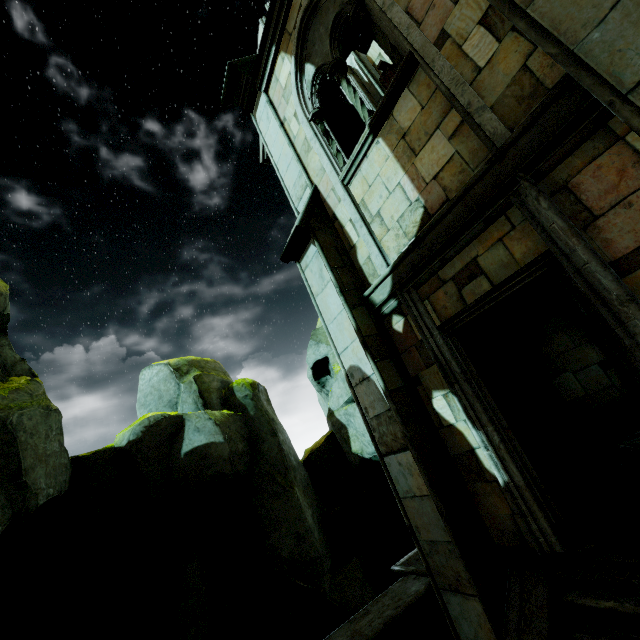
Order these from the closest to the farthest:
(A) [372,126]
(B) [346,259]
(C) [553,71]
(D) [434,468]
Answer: (C) [553,71] < (D) [434,468] < (A) [372,126] < (B) [346,259]

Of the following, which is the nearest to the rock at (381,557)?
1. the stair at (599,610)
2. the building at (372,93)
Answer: the building at (372,93)

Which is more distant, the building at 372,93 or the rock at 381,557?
the rock at 381,557

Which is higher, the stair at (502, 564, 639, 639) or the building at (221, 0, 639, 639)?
the building at (221, 0, 639, 639)

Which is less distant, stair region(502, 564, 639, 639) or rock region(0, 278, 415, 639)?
stair region(502, 564, 639, 639)

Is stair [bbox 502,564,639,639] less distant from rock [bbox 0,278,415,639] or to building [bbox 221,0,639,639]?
building [bbox 221,0,639,639]

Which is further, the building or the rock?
the rock
